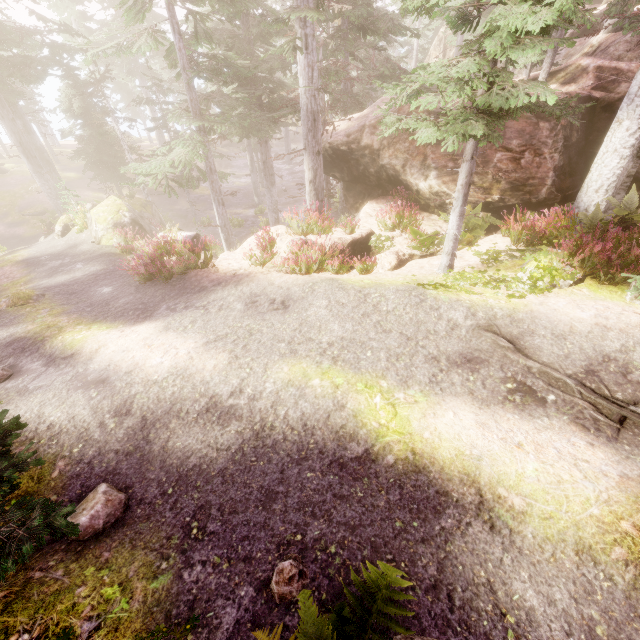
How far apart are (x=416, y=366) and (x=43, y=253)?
20.01m

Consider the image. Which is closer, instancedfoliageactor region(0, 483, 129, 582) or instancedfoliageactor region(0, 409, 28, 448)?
instancedfoliageactor region(0, 483, 129, 582)

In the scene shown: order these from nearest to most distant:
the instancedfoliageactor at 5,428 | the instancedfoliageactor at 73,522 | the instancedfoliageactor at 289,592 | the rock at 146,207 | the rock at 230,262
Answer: the instancedfoliageactor at 289,592 → the instancedfoliageactor at 73,522 → the instancedfoliageactor at 5,428 → the rock at 230,262 → the rock at 146,207

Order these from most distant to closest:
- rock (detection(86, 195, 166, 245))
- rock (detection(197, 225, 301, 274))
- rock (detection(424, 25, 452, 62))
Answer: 1. rock (detection(424, 25, 452, 62))
2. rock (detection(86, 195, 166, 245))
3. rock (detection(197, 225, 301, 274))

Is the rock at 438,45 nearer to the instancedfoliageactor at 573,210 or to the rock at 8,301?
the instancedfoliageactor at 573,210

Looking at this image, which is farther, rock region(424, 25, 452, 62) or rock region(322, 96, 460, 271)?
rock region(424, 25, 452, 62)

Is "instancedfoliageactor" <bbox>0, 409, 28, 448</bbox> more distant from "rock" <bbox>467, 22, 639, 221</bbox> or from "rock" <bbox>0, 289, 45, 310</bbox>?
"rock" <bbox>0, 289, 45, 310</bbox>

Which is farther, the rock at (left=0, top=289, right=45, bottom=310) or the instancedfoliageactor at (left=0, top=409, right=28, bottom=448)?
the rock at (left=0, top=289, right=45, bottom=310)
